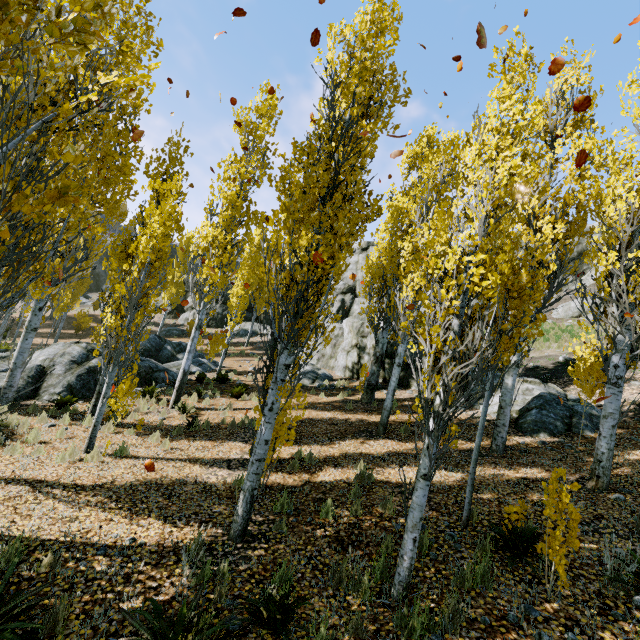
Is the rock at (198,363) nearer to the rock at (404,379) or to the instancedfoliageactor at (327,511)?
the instancedfoliageactor at (327,511)

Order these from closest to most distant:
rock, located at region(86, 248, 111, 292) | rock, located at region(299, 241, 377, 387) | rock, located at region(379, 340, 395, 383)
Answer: rock, located at region(379, 340, 395, 383)
rock, located at region(299, 241, 377, 387)
rock, located at region(86, 248, 111, 292)

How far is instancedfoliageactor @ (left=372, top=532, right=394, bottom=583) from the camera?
4.3 meters

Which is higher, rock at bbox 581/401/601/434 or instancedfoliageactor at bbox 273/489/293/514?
rock at bbox 581/401/601/434

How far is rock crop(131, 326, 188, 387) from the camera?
14.8 meters

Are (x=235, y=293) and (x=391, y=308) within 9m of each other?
no

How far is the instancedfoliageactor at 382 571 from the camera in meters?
4.3
